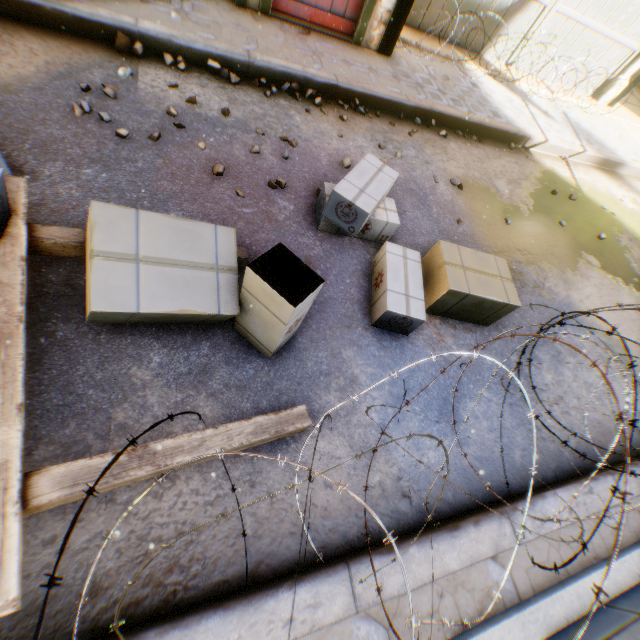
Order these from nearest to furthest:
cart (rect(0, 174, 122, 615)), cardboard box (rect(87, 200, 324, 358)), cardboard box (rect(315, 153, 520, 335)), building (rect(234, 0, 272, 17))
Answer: cart (rect(0, 174, 122, 615))
cardboard box (rect(87, 200, 324, 358))
cardboard box (rect(315, 153, 520, 335))
building (rect(234, 0, 272, 17))

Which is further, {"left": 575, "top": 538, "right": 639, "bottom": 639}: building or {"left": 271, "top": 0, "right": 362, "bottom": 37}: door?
{"left": 271, "top": 0, "right": 362, "bottom": 37}: door

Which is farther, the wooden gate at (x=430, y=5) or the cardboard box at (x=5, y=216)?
the wooden gate at (x=430, y=5)

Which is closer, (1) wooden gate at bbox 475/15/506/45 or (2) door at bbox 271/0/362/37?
(2) door at bbox 271/0/362/37

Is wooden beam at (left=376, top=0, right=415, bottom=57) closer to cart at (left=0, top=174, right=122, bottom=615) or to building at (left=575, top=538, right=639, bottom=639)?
building at (left=575, top=538, right=639, bottom=639)

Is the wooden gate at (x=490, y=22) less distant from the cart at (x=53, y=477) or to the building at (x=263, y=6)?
the building at (x=263, y=6)

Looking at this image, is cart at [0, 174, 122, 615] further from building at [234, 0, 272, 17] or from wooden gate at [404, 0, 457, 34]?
wooden gate at [404, 0, 457, 34]

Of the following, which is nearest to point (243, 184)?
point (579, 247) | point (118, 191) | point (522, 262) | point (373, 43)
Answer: point (118, 191)
